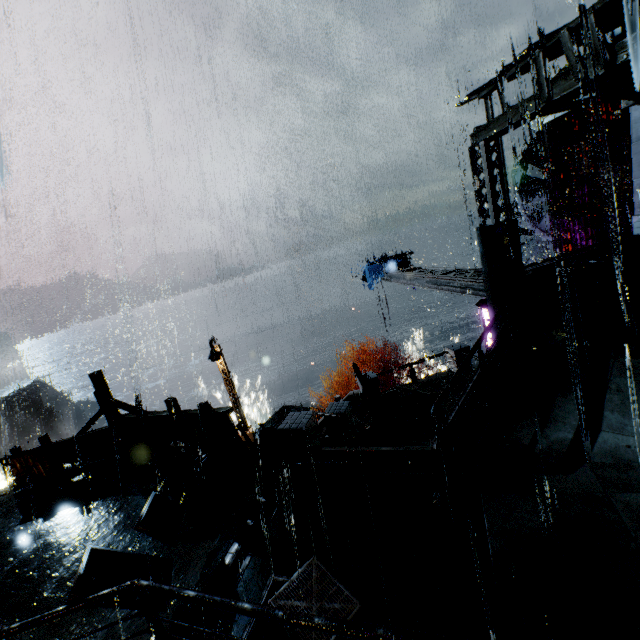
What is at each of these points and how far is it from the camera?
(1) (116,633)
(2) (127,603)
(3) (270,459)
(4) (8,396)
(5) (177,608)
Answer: (1) building, 5.7 meters
(2) sign, 5.4 meters
(3) trash bag, 8.4 meters
(4) rock, 58.2 meters
(5) building, 5.8 meters

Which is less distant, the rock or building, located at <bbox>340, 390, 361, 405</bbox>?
building, located at <bbox>340, 390, 361, 405</bbox>

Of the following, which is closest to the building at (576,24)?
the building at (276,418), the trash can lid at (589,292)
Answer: the trash can lid at (589,292)

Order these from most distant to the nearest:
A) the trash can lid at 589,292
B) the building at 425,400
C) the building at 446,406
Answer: the building at 446,406 → the building at 425,400 → the trash can lid at 589,292

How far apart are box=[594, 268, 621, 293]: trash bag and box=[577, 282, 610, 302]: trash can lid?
0.01m

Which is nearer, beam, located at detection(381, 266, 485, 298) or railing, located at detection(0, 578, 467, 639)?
railing, located at detection(0, 578, 467, 639)

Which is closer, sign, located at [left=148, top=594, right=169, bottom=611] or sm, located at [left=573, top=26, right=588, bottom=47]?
sign, located at [left=148, top=594, right=169, bottom=611]

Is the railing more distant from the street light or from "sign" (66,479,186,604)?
the street light
